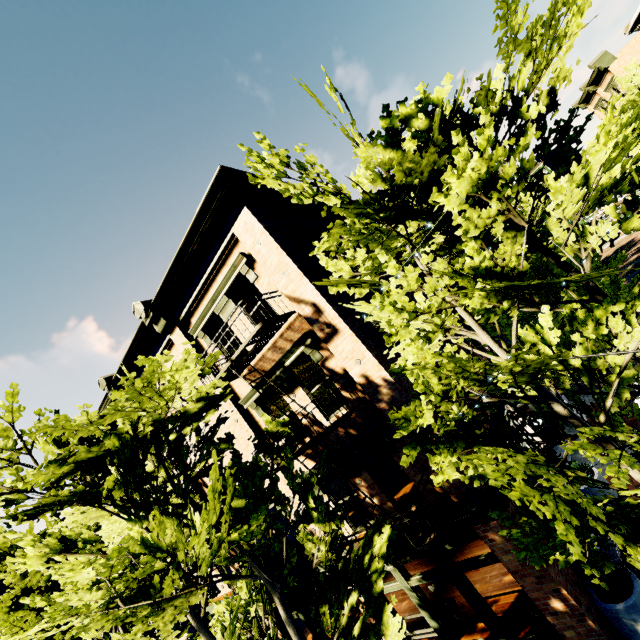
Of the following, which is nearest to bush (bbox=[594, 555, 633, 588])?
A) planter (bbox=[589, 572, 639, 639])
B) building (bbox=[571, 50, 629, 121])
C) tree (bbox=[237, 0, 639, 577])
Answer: planter (bbox=[589, 572, 639, 639])

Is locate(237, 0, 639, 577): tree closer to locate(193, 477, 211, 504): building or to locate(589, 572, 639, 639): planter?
locate(193, 477, 211, 504): building

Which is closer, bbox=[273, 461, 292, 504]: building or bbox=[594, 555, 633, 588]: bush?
bbox=[594, 555, 633, 588]: bush

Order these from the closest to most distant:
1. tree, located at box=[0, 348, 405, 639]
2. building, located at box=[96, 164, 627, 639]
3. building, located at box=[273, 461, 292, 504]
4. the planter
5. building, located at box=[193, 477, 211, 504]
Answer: tree, located at box=[0, 348, 405, 639]
the planter
building, located at box=[96, 164, 627, 639]
building, located at box=[273, 461, 292, 504]
building, located at box=[193, 477, 211, 504]

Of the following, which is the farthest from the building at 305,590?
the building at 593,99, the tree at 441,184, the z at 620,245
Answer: the building at 593,99

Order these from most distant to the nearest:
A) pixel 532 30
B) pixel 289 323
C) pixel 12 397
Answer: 1. pixel 289 323
2. pixel 12 397
3. pixel 532 30

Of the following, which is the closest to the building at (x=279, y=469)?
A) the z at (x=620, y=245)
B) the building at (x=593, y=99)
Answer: the z at (x=620, y=245)
